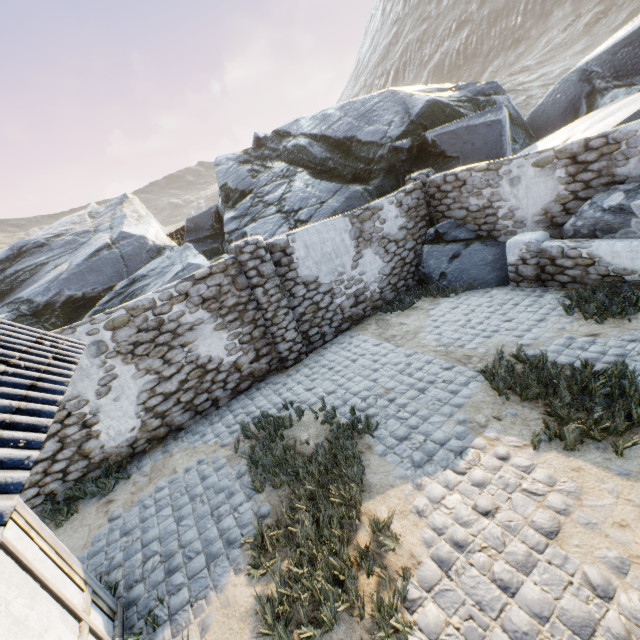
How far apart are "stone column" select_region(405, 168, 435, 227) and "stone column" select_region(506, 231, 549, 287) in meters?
2.5 m

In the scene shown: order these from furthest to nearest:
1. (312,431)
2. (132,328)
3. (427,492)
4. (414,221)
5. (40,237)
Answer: (40,237), (414,221), (132,328), (312,431), (427,492)

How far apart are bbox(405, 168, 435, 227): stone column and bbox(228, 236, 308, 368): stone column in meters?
5.4

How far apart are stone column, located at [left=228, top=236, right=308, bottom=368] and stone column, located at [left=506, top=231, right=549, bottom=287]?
5.50m

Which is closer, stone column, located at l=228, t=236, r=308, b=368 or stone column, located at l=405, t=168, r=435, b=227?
stone column, located at l=228, t=236, r=308, b=368

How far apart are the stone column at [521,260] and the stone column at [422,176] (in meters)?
2.53

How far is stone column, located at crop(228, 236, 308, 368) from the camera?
7.11m

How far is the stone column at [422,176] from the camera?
9.5 meters
